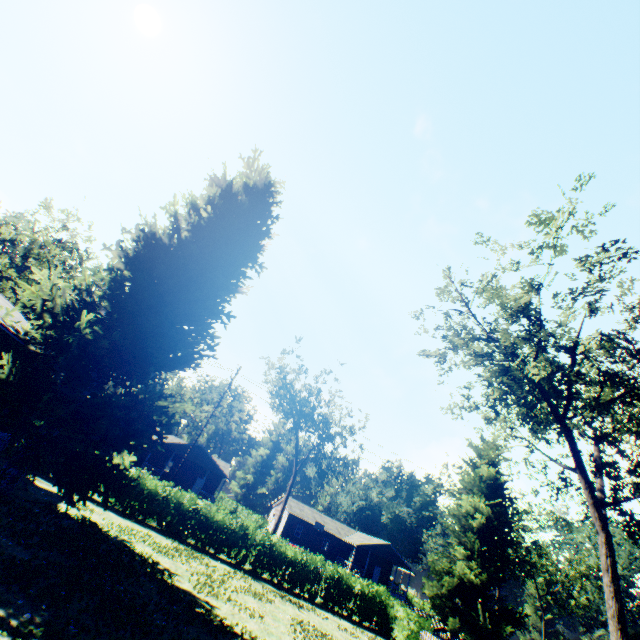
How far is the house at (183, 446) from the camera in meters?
41.2

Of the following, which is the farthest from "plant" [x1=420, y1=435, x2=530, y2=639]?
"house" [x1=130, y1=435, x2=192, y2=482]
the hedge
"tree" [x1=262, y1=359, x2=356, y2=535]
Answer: "house" [x1=130, y1=435, x2=192, y2=482]

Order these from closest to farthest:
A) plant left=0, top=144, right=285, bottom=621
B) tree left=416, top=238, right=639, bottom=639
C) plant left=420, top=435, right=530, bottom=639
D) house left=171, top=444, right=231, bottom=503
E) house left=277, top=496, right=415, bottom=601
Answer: plant left=0, top=144, right=285, bottom=621 → tree left=416, top=238, right=639, bottom=639 → plant left=420, top=435, right=530, bottom=639 → house left=171, top=444, right=231, bottom=503 → house left=277, top=496, right=415, bottom=601

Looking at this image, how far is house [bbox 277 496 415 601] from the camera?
48.8 meters

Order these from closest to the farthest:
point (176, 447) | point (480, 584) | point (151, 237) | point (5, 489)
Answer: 1. point (5, 489)
2. point (151, 237)
3. point (480, 584)
4. point (176, 447)

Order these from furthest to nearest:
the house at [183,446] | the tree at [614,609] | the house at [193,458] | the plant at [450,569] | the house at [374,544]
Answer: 1. the house at [374,544]
2. the house at [193,458]
3. the house at [183,446]
4. the plant at [450,569]
5. the tree at [614,609]

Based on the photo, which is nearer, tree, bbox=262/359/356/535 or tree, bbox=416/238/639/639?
tree, bbox=416/238/639/639

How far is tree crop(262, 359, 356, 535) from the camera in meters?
38.7
